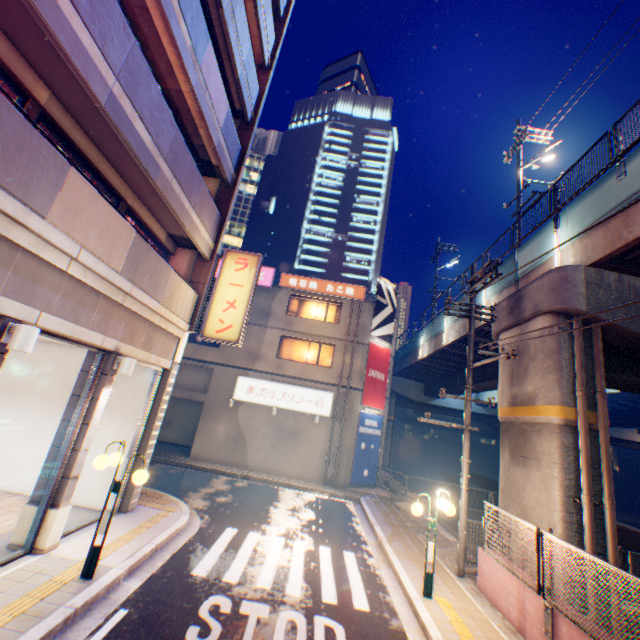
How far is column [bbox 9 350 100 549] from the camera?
6.6m

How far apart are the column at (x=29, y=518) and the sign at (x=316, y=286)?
14.6 meters

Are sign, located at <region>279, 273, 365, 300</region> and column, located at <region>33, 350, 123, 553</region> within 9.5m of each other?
no

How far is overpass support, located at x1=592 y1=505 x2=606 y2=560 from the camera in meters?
8.0 m

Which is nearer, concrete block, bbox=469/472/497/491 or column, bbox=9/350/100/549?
column, bbox=9/350/100/549

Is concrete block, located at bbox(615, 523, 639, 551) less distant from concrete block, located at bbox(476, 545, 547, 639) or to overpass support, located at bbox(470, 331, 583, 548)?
overpass support, located at bbox(470, 331, 583, 548)

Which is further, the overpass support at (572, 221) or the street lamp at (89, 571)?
the overpass support at (572, 221)

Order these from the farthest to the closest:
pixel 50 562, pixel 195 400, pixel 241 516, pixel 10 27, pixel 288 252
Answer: pixel 288 252
pixel 195 400
pixel 241 516
pixel 50 562
pixel 10 27
